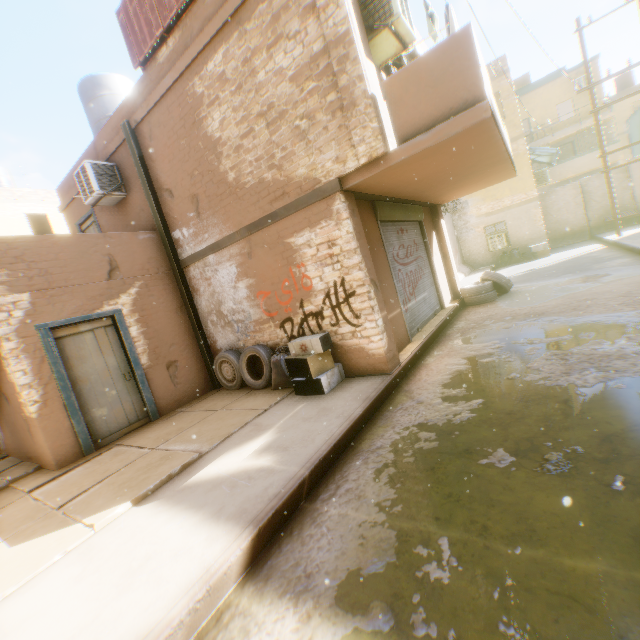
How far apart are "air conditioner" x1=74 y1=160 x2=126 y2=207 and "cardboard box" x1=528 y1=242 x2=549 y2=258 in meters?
17.8 m

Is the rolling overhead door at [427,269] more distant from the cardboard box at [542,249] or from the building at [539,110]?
the cardboard box at [542,249]

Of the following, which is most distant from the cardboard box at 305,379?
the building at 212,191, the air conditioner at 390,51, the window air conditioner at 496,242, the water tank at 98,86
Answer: the window air conditioner at 496,242

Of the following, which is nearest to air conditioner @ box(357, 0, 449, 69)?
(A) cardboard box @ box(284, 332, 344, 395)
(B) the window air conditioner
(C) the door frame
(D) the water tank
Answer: (C) the door frame

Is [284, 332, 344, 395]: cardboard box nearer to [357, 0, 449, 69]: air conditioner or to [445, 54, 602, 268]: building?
[445, 54, 602, 268]: building

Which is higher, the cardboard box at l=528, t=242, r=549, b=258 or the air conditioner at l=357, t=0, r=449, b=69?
the air conditioner at l=357, t=0, r=449, b=69

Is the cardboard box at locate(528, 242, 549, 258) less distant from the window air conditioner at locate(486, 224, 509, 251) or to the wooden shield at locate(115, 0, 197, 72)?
the window air conditioner at locate(486, 224, 509, 251)

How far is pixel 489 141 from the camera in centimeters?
498cm
